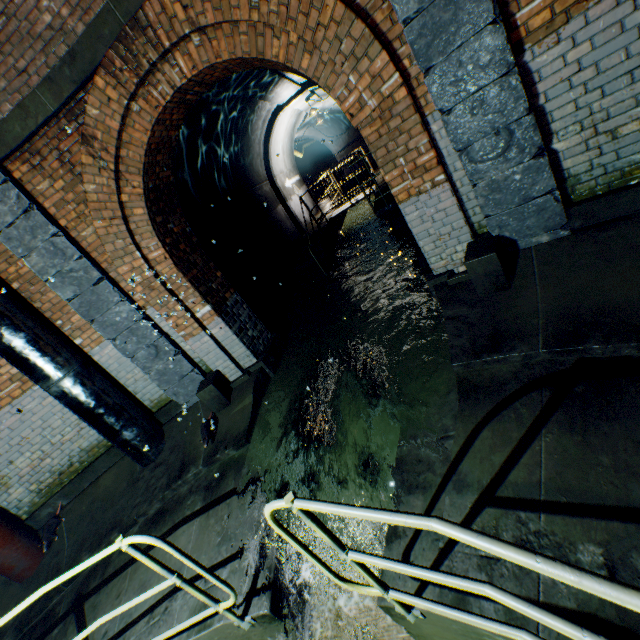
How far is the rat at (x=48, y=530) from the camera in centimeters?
467cm

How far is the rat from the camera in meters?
4.7 m

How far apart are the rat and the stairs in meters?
6.8 m

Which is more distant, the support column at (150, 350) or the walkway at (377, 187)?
the walkway at (377, 187)

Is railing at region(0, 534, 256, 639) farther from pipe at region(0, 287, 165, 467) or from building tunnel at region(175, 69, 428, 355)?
building tunnel at region(175, 69, 428, 355)

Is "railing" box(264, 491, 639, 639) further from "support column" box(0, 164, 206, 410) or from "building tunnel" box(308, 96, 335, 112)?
"building tunnel" box(308, 96, 335, 112)

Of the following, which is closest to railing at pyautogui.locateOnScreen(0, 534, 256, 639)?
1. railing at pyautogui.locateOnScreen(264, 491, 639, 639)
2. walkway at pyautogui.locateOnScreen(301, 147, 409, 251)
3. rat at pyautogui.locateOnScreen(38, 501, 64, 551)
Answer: railing at pyautogui.locateOnScreen(264, 491, 639, 639)

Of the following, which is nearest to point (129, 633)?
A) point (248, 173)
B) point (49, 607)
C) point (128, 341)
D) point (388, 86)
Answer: point (49, 607)
